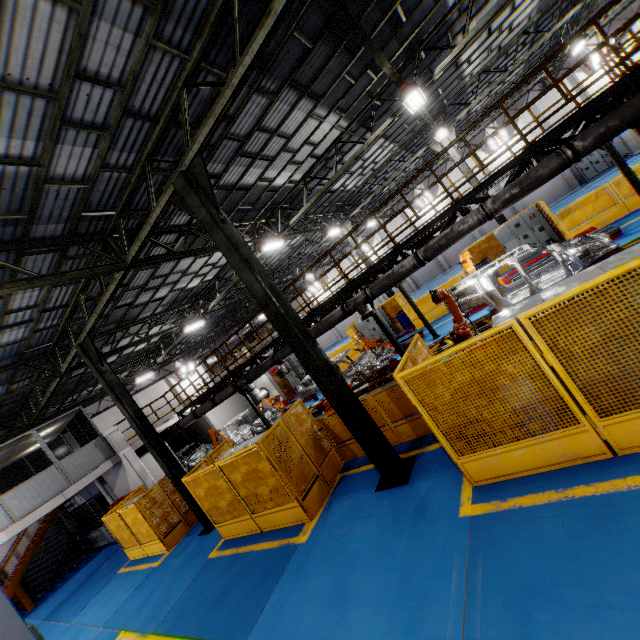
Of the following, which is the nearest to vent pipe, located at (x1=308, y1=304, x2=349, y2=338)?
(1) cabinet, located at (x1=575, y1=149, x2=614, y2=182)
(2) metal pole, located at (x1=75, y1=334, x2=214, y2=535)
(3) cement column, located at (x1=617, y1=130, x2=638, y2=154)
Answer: (2) metal pole, located at (x1=75, y1=334, x2=214, y2=535)

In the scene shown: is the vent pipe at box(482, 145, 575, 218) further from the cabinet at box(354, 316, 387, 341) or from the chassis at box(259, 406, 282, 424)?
the cabinet at box(354, 316, 387, 341)

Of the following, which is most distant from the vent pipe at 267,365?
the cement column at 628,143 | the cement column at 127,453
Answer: the cement column at 628,143

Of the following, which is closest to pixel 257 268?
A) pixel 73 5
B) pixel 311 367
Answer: pixel 311 367

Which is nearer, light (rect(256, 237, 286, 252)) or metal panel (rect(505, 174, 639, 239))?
metal panel (rect(505, 174, 639, 239))

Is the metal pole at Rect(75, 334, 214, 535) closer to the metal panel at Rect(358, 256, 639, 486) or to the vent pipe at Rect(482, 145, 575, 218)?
the metal panel at Rect(358, 256, 639, 486)

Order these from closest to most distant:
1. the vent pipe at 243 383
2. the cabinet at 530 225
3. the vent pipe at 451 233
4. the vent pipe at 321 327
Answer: the vent pipe at 451 233
the vent pipe at 321 327
the vent pipe at 243 383
the cabinet at 530 225

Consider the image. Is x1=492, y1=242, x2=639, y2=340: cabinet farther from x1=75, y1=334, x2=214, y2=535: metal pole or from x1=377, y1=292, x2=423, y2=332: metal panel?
x1=75, y1=334, x2=214, y2=535: metal pole
